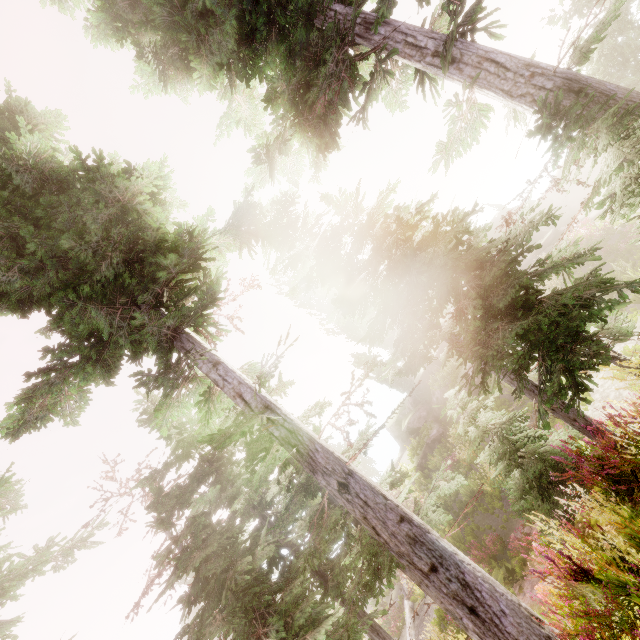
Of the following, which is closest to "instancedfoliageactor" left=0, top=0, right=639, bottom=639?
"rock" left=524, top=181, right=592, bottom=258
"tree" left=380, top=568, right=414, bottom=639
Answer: "rock" left=524, top=181, right=592, bottom=258

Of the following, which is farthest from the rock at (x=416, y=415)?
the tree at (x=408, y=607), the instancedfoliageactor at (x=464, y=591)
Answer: the tree at (x=408, y=607)

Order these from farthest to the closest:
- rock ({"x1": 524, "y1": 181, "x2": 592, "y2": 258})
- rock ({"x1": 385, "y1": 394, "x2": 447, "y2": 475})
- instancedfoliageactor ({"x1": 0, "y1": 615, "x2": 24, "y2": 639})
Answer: rock ({"x1": 524, "y1": 181, "x2": 592, "y2": 258}) → rock ({"x1": 385, "y1": 394, "x2": 447, "y2": 475}) → instancedfoliageactor ({"x1": 0, "y1": 615, "x2": 24, "y2": 639})

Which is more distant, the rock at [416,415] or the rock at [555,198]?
the rock at [555,198]

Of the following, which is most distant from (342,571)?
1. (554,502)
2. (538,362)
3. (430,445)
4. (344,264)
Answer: (430,445)
